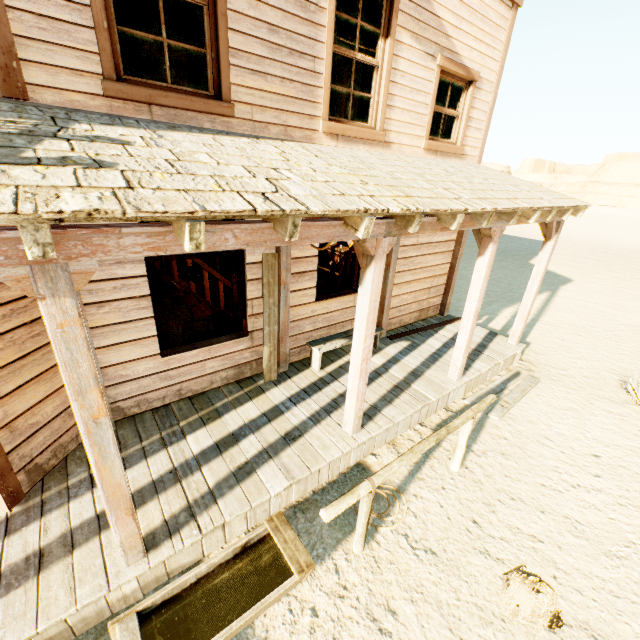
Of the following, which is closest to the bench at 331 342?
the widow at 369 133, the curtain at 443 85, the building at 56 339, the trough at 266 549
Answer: the building at 56 339

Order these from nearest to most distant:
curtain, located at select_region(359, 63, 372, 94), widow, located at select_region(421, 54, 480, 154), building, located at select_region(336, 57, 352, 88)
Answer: curtain, located at select_region(359, 63, 372, 94) < widow, located at select_region(421, 54, 480, 154) < building, located at select_region(336, 57, 352, 88)

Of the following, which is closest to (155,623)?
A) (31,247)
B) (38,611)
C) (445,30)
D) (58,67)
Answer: (38,611)

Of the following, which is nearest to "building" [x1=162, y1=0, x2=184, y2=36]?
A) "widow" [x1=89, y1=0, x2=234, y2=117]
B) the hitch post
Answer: "widow" [x1=89, y1=0, x2=234, y2=117]

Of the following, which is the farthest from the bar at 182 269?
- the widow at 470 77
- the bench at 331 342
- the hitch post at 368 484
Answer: the hitch post at 368 484

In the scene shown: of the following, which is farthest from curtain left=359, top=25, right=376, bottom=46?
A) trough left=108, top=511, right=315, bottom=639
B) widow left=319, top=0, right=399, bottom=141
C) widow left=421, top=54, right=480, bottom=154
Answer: trough left=108, top=511, right=315, bottom=639

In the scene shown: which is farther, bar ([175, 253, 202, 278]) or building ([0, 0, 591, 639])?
bar ([175, 253, 202, 278])

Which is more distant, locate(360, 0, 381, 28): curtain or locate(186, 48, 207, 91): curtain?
locate(360, 0, 381, 28): curtain
